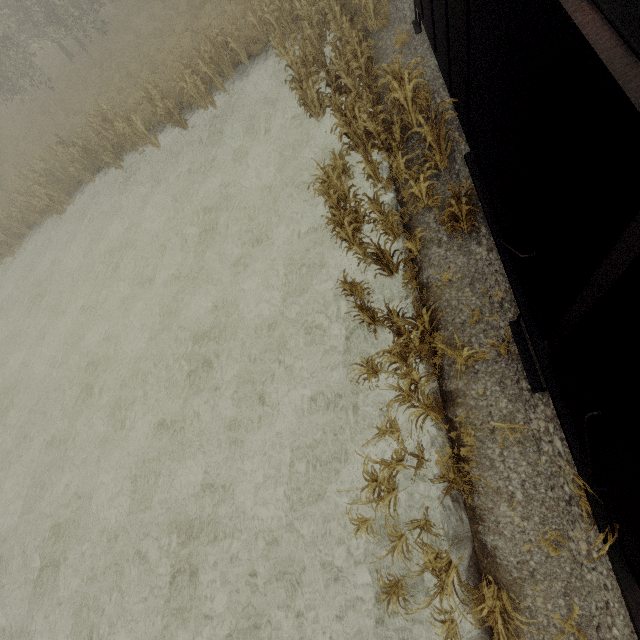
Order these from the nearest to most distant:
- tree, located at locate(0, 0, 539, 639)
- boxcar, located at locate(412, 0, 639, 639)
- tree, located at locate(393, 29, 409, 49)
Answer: boxcar, located at locate(412, 0, 639, 639), tree, located at locate(0, 0, 539, 639), tree, located at locate(393, 29, 409, 49)

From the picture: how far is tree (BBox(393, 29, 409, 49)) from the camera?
9.5m

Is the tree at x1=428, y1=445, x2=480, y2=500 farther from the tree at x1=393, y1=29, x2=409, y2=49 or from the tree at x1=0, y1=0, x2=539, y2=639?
the tree at x1=0, y1=0, x2=539, y2=639

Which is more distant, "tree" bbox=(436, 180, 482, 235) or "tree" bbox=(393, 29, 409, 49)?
"tree" bbox=(393, 29, 409, 49)

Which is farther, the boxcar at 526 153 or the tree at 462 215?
the tree at 462 215

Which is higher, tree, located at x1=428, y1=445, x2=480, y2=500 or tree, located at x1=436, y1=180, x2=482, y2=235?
tree, located at x1=436, y1=180, x2=482, y2=235

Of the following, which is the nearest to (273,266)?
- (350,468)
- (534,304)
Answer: (350,468)

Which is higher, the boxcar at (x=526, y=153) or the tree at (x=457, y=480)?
the boxcar at (x=526, y=153)
